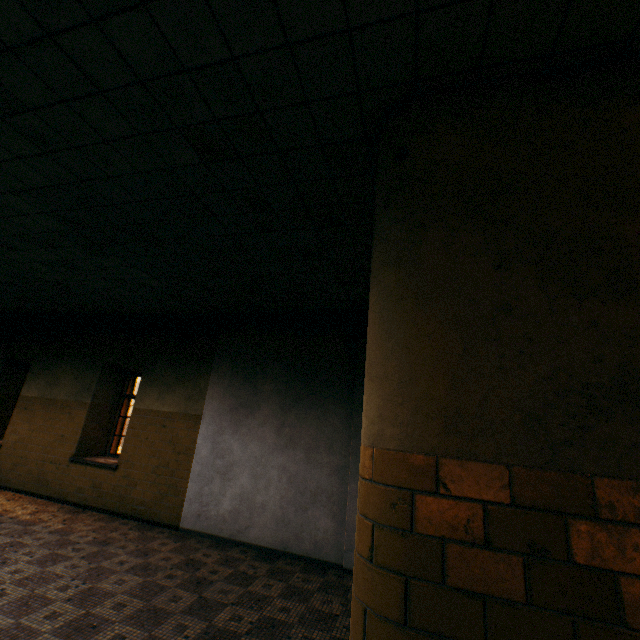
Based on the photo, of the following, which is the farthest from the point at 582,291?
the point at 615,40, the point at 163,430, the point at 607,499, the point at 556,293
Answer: the point at 163,430
